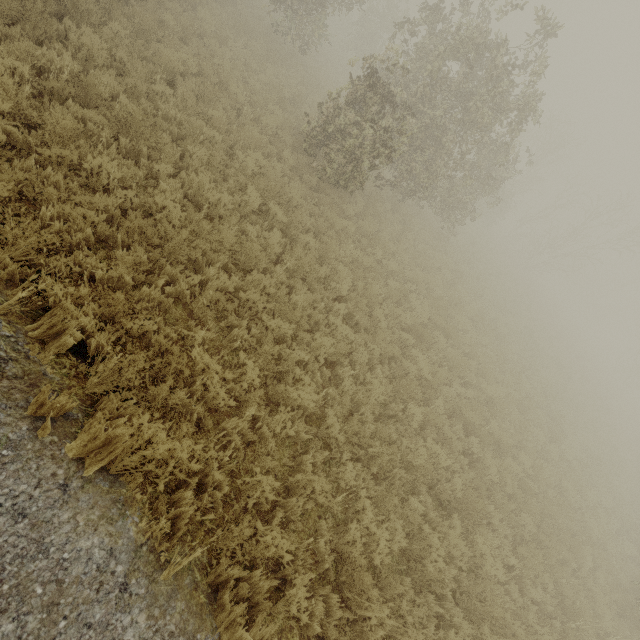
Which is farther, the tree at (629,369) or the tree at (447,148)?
the tree at (629,369)

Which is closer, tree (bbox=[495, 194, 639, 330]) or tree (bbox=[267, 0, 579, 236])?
tree (bbox=[267, 0, 579, 236])

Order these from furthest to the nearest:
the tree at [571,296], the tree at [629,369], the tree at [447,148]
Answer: the tree at [629,369], the tree at [571,296], the tree at [447,148]

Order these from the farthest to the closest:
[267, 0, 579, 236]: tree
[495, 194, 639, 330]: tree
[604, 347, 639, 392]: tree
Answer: [604, 347, 639, 392]: tree < [495, 194, 639, 330]: tree < [267, 0, 579, 236]: tree

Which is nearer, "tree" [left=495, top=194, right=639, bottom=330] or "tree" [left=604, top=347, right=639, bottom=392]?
"tree" [left=495, top=194, right=639, bottom=330]

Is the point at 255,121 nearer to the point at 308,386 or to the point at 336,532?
the point at 308,386
